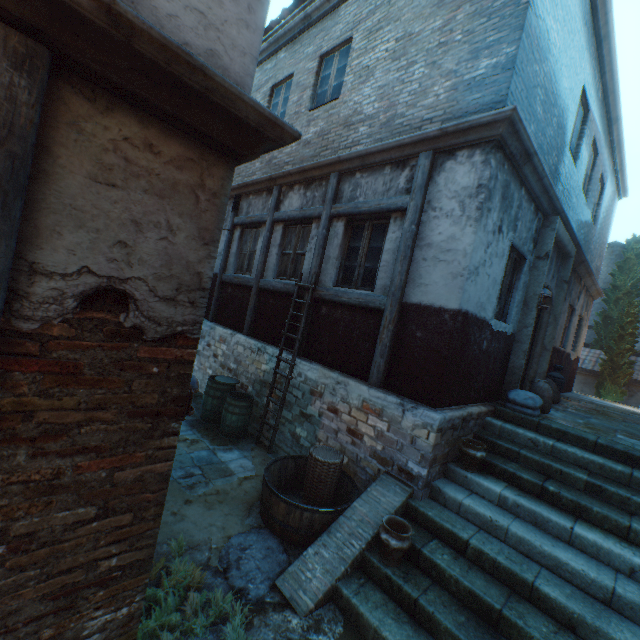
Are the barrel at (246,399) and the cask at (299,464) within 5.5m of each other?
yes

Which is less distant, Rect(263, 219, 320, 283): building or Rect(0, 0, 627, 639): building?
Rect(0, 0, 627, 639): building

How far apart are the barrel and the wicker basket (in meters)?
2.13

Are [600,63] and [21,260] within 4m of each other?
no

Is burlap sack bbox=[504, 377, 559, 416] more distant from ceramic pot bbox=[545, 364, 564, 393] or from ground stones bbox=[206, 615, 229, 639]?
ground stones bbox=[206, 615, 229, 639]

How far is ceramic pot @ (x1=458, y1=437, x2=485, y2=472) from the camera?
4.5 meters

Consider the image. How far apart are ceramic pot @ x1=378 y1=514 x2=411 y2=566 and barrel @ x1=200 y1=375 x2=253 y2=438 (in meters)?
3.68

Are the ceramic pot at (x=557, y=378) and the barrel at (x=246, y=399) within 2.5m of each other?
no
